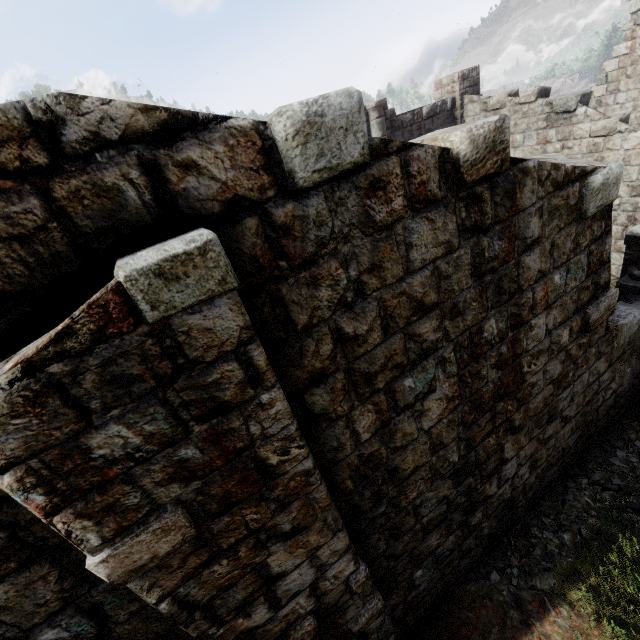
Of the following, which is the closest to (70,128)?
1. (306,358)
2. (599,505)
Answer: (306,358)
